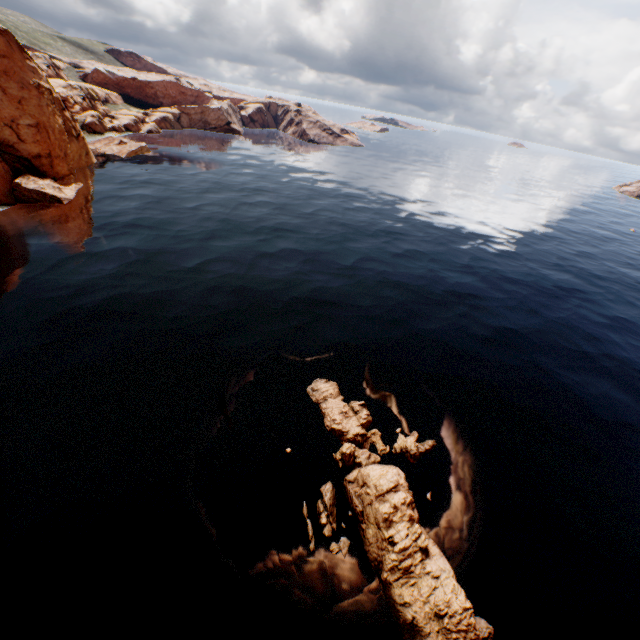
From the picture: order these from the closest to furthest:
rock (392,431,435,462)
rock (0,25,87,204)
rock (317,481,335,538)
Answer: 1. rock (317,481,335,538)
2. rock (392,431,435,462)
3. rock (0,25,87,204)

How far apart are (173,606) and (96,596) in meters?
3.3

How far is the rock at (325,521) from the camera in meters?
17.0 m

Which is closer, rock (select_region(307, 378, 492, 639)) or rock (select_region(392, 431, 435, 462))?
rock (select_region(307, 378, 492, 639))
